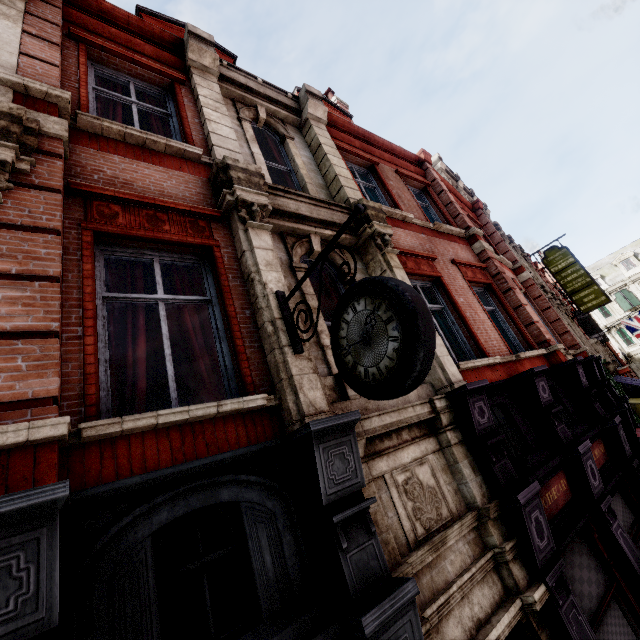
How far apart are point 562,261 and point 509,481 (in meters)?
20.00

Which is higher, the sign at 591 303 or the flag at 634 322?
the sign at 591 303

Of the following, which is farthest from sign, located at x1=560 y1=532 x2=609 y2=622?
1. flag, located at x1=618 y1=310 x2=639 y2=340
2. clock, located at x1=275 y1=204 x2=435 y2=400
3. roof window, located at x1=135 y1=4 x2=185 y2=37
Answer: flag, located at x1=618 y1=310 x2=639 y2=340

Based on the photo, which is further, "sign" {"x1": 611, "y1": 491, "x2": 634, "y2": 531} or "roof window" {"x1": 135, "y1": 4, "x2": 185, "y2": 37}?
"roof window" {"x1": 135, "y1": 4, "x2": 185, "y2": 37}

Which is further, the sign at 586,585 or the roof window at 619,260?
the roof window at 619,260

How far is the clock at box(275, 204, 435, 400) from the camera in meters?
2.3

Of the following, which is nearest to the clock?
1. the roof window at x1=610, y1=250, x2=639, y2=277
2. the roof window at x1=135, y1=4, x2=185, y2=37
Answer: the roof window at x1=135, y1=4, x2=185, y2=37

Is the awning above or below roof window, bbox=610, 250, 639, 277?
below
